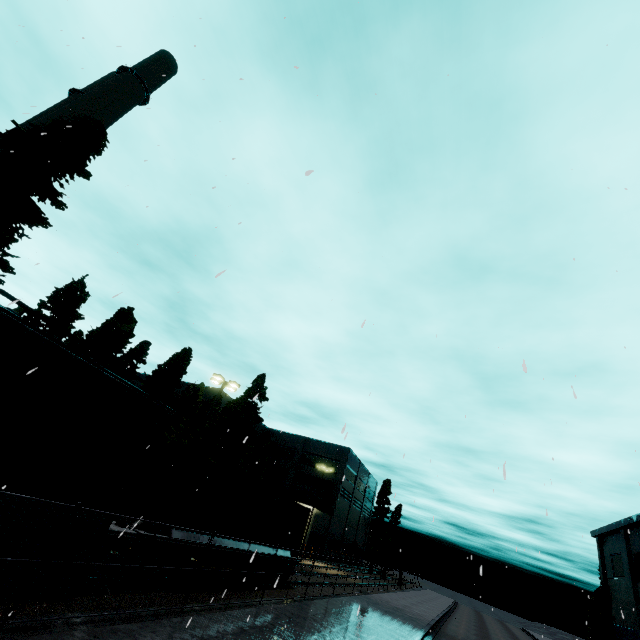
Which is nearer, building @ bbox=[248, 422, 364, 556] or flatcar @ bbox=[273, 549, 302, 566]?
flatcar @ bbox=[273, 549, 302, 566]

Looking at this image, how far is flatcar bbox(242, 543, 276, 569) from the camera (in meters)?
14.86

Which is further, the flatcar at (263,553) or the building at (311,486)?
the building at (311,486)

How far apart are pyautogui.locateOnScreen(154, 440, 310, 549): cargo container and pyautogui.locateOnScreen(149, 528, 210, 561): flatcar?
0.0 meters

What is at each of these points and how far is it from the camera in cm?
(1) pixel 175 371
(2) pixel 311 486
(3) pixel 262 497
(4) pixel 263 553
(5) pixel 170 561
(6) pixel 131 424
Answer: (1) tree, 3638
(2) building, 5022
(3) cargo container, 1598
(4) flatcar, 1580
(5) bogie, 1115
(6) cargo car, 930

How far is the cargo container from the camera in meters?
11.5

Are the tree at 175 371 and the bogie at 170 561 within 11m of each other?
no

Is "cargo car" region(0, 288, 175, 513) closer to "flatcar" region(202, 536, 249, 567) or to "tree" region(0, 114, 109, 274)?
"flatcar" region(202, 536, 249, 567)
